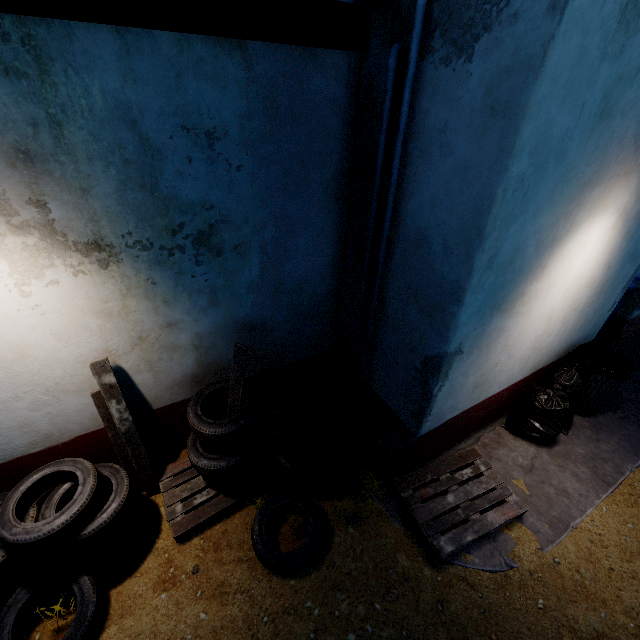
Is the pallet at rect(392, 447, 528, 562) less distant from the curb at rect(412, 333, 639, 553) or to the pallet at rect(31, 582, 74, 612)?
the curb at rect(412, 333, 639, 553)

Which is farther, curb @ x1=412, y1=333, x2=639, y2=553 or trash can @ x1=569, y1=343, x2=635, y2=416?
trash can @ x1=569, y1=343, x2=635, y2=416

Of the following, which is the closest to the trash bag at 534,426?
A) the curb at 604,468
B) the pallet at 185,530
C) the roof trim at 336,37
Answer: the curb at 604,468

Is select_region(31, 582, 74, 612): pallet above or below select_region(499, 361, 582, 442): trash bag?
below

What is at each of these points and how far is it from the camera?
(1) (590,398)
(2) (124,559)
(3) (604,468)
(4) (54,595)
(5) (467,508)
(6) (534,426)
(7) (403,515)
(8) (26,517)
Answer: (1) trash can, 4.4 meters
(2) pallet, 2.9 meters
(3) curb, 4.0 meters
(4) pallet, 2.8 meters
(5) pallet, 3.4 meters
(6) trash bag, 4.2 meters
(7) curb, 3.5 meters
(8) tire, 2.7 meters

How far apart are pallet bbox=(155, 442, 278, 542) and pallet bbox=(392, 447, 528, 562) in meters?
1.3 m

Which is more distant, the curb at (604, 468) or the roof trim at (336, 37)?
the curb at (604, 468)

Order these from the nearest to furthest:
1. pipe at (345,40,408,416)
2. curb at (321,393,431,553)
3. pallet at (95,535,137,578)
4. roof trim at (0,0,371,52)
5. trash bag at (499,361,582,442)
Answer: roof trim at (0,0,371,52) → pipe at (345,40,408,416) → pallet at (95,535,137,578) → curb at (321,393,431,553) → trash bag at (499,361,582,442)
